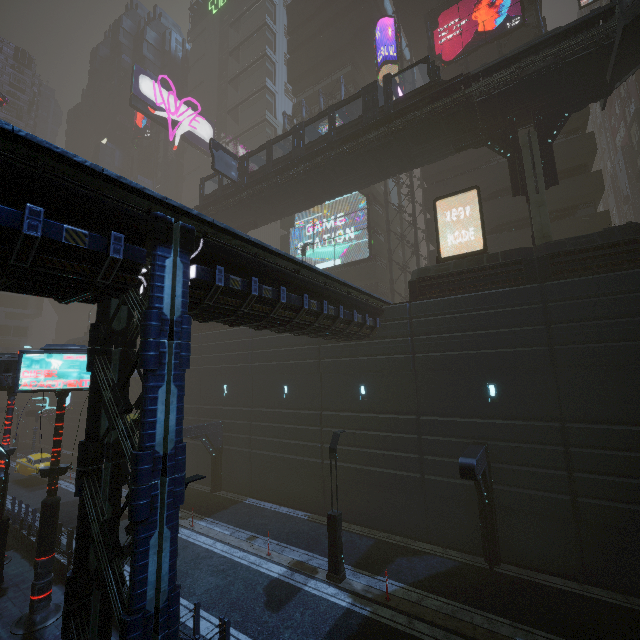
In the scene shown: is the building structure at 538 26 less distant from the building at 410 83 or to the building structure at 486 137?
the building at 410 83

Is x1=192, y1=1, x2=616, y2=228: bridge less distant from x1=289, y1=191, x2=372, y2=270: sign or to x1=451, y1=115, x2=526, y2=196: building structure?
x1=451, y1=115, x2=526, y2=196: building structure

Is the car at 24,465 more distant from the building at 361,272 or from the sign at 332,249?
the sign at 332,249

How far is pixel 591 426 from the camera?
12.70m

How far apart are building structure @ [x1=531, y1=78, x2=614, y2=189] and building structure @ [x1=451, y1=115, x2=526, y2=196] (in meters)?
A: 0.68

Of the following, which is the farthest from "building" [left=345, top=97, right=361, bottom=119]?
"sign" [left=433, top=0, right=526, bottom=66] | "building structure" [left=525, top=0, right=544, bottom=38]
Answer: "sign" [left=433, top=0, right=526, bottom=66]

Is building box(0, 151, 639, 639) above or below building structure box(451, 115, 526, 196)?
below

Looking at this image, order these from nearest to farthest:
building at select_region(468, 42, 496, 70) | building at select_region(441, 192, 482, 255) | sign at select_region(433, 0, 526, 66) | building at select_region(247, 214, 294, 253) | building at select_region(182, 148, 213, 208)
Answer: sign at select_region(433, 0, 526, 66)
building at select_region(441, 192, 482, 255)
building at select_region(468, 42, 496, 70)
building at select_region(247, 214, 294, 253)
building at select_region(182, 148, 213, 208)
